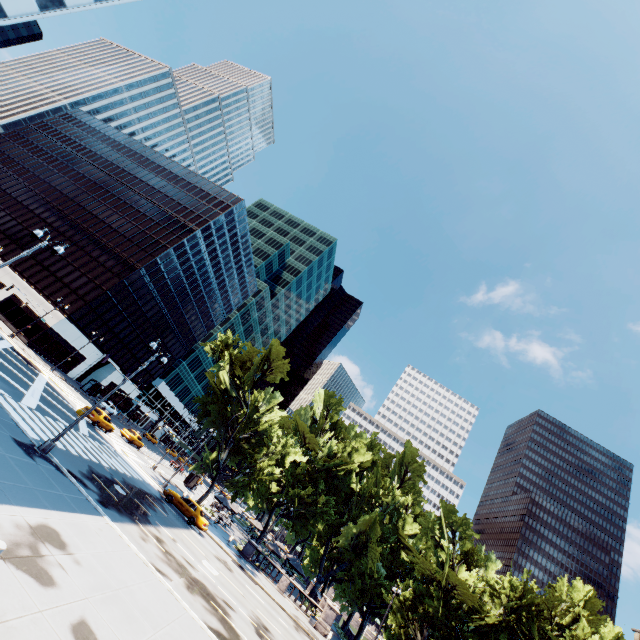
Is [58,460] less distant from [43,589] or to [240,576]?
[43,589]

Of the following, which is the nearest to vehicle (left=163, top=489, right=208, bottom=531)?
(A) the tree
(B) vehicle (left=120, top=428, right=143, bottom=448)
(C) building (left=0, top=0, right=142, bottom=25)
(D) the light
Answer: (A) the tree

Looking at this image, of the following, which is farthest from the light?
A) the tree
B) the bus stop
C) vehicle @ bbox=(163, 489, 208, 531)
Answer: the bus stop

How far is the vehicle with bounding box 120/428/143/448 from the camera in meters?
42.6

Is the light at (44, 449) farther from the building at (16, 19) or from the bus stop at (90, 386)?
the bus stop at (90, 386)

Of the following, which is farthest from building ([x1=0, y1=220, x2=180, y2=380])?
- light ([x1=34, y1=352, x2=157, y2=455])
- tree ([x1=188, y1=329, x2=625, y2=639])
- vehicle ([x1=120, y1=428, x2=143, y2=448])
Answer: light ([x1=34, y1=352, x2=157, y2=455])

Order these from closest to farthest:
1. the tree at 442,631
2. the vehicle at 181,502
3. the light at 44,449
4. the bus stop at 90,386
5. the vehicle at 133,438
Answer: the light at 44,449, the vehicle at 181,502, the tree at 442,631, the vehicle at 133,438, the bus stop at 90,386

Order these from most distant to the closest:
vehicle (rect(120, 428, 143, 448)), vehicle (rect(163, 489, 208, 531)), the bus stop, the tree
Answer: the bus stop < vehicle (rect(120, 428, 143, 448)) < the tree < vehicle (rect(163, 489, 208, 531))
